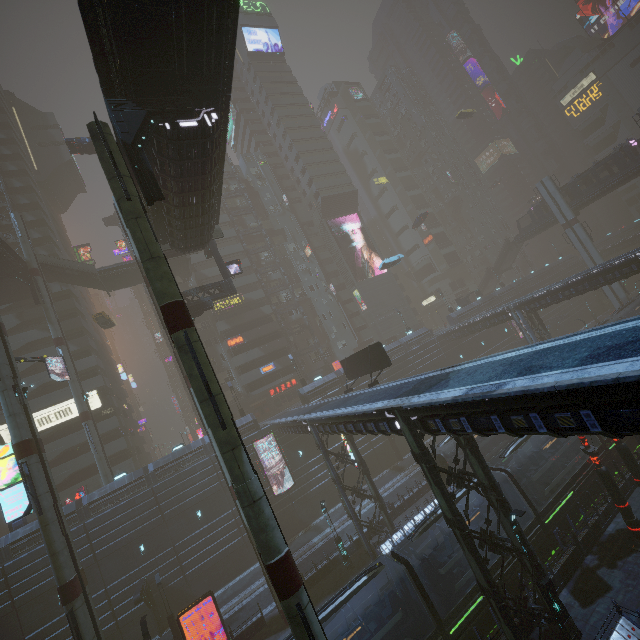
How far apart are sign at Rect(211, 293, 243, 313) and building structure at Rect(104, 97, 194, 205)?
36.5 meters

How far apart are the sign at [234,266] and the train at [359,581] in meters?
24.6

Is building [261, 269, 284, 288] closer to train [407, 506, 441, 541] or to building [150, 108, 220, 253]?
train [407, 506, 441, 541]

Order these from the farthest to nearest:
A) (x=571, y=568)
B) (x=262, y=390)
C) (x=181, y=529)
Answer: (x=262, y=390) < (x=181, y=529) < (x=571, y=568)

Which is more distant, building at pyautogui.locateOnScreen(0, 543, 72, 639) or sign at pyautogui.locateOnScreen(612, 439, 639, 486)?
building at pyautogui.locateOnScreen(0, 543, 72, 639)

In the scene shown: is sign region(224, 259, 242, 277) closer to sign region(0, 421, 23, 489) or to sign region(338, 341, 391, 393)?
sign region(338, 341, 391, 393)

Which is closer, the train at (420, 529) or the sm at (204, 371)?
the sm at (204, 371)

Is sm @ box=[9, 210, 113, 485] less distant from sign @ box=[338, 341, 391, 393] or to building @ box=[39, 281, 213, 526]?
building @ box=[39, 281, 213, 526]
